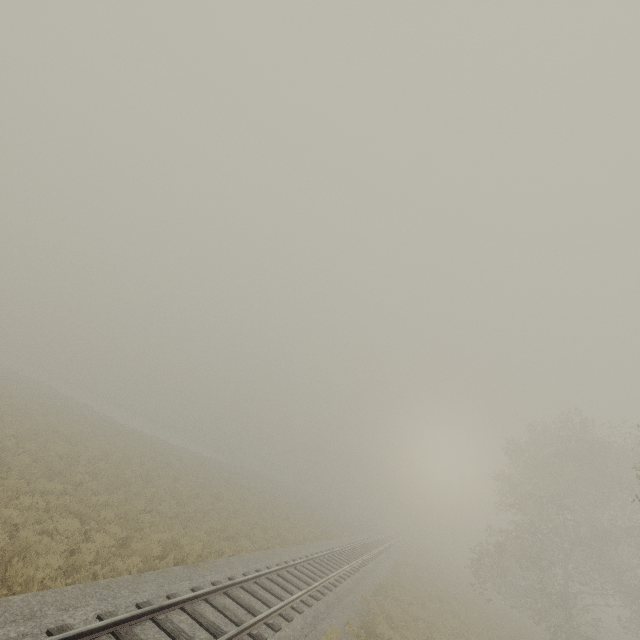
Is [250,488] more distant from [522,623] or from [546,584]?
[522,623]
